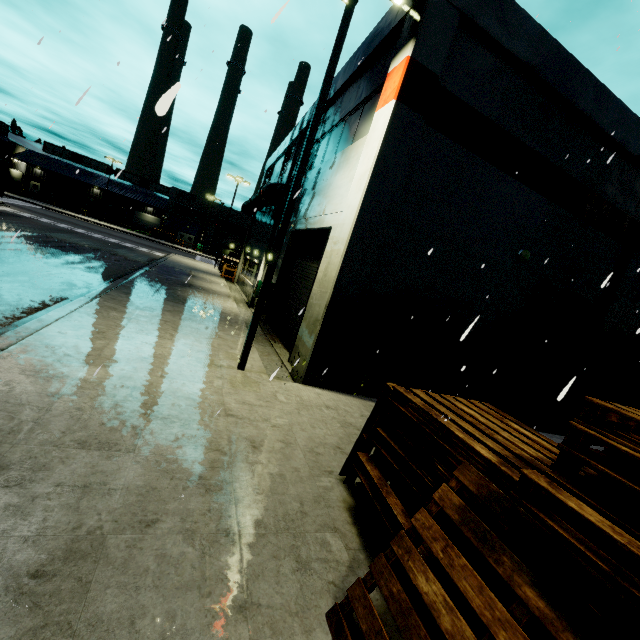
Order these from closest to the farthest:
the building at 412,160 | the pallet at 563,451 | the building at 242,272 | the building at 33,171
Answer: the pallet at 563,451
the building at 412,160
the building at 242,272
the building at 33,171

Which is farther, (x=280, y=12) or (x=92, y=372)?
(x=92, y=372)

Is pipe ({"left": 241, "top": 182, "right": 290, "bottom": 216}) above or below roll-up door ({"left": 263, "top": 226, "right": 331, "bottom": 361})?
above

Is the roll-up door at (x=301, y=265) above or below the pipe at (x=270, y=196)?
below

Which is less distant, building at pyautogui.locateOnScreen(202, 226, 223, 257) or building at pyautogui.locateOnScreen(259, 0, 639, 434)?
building at pyautogui.locateOnScreen(259, 0, 639, 434)

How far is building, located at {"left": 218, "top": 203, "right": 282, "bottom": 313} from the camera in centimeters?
1841cm

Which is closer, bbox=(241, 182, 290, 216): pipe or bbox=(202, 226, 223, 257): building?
bbox=(241, 182, 290, 216): pipe

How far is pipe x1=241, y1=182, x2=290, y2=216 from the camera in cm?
1680
